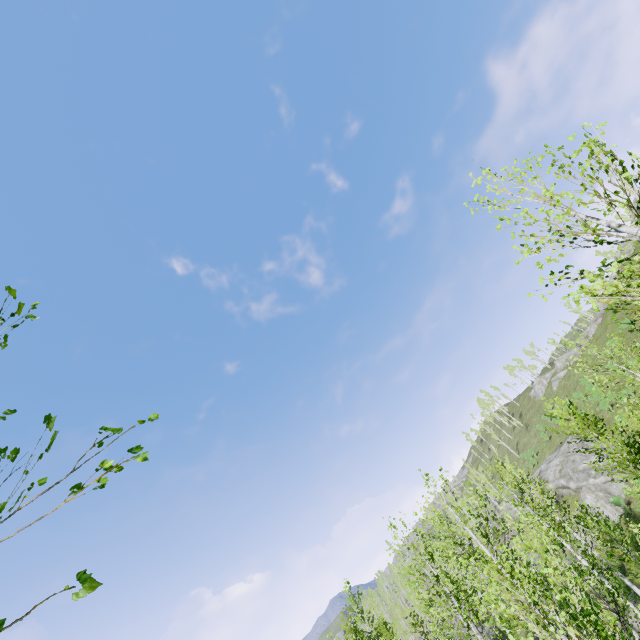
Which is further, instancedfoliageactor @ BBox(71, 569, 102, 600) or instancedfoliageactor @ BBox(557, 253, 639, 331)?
instancedfoliageactor @ BBox(557, 253, 639, 331)

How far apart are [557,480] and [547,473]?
2.8 meters

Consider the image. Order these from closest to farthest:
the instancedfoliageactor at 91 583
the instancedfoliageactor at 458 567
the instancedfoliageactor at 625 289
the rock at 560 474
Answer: the instancedfoliageactor at 91 583, the instancedfoliageactor at 625 289, the instancedfoliageactor at 458 567, the rock at 560 474

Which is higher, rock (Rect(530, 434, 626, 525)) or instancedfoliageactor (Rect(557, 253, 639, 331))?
instancedfoliageactor (Rect(557, 253, 639, 331))

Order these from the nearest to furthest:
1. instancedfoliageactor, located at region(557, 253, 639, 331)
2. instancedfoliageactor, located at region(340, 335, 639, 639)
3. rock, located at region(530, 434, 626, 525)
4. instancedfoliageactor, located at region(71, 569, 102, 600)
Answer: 1. instancedfoliageactor, located at region(71, 569, 102, 600)
2. instancedfoliageactor, located at region(557, 253, 639, 331)
3. instancedfoliageactor, located at region(340, 335, 639, 639)
4. rock, located at region(530, 434, 626, 525)

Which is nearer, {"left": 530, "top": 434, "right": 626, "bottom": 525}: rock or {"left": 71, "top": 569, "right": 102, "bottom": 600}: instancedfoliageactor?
{"left": 71, "top": 569, "right": 102, "bottom": 600}: instancedfoliageactor

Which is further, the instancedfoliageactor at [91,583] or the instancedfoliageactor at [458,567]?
the instancedfoliageactor at [458,567]

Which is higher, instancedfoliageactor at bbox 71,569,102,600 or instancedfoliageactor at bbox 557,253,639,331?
instancedfoliageactor at bbox 557,253,639,331
